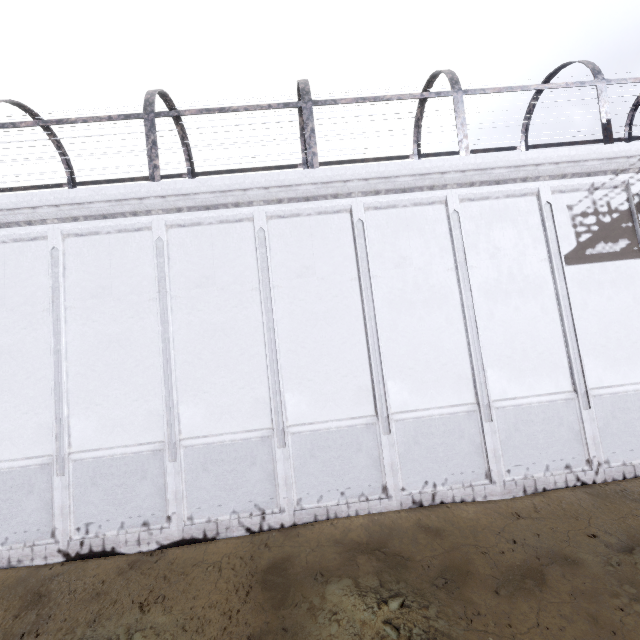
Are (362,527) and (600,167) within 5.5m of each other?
no
